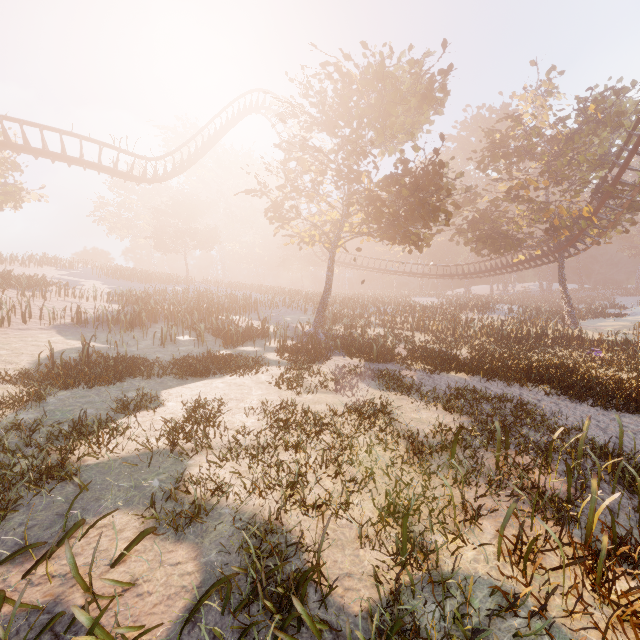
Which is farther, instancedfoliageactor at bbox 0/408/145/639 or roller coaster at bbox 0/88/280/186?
roller coaster at bbox 0/88/280/186

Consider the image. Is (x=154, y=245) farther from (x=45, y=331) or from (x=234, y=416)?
(x=234, y=416)

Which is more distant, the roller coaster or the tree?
the tree

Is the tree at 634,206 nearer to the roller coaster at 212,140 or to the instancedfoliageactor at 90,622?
the roller coaster at 212,140

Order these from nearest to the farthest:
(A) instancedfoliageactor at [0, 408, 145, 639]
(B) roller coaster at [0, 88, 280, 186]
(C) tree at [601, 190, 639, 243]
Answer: (A) instancedfoliageactor at [0, 408, 145, 639], (B) roller coaster at [0, 88, 280, 186], (C) tree at [601, 190, 639, 243]

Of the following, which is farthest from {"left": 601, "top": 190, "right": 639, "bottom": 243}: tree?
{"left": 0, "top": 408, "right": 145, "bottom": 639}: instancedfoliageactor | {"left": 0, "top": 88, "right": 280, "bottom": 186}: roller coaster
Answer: {"left": 0, "top": 408, "right": 145, "bottom": 639}: instancedfoliageactor
